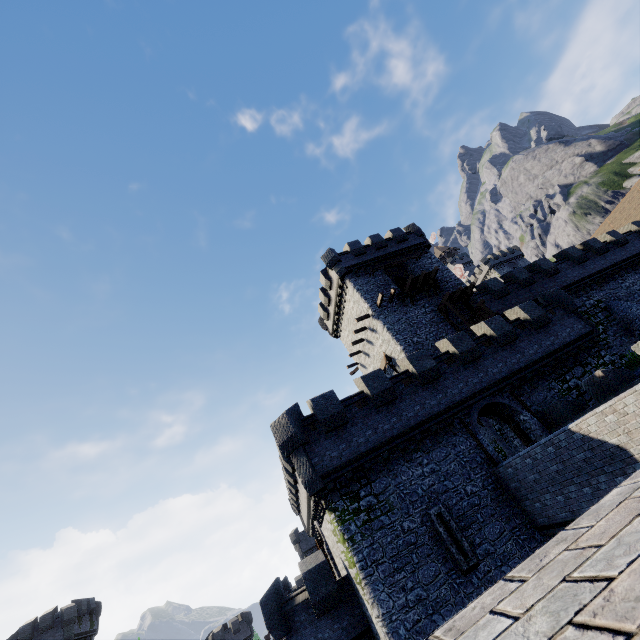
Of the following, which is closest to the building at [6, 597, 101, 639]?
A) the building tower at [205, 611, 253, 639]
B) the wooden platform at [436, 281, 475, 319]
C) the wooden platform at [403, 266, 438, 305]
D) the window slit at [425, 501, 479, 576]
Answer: the building tower at [205, 611, 253, 639]

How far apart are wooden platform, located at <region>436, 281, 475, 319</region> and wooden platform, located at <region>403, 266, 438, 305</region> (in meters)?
1.29

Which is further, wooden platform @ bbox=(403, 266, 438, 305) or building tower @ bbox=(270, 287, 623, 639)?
wooden platform @ bbox=(403, 266, 438, 305)

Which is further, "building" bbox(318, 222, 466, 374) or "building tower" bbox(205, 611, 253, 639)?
"building tower" bbox(205, 611, 253, 639)

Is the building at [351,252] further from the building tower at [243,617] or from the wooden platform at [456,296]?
the building tower at [243,617]

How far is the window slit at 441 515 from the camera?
13.1 meters

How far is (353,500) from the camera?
14.5 meters

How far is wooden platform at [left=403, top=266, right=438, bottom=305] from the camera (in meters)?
27.44
